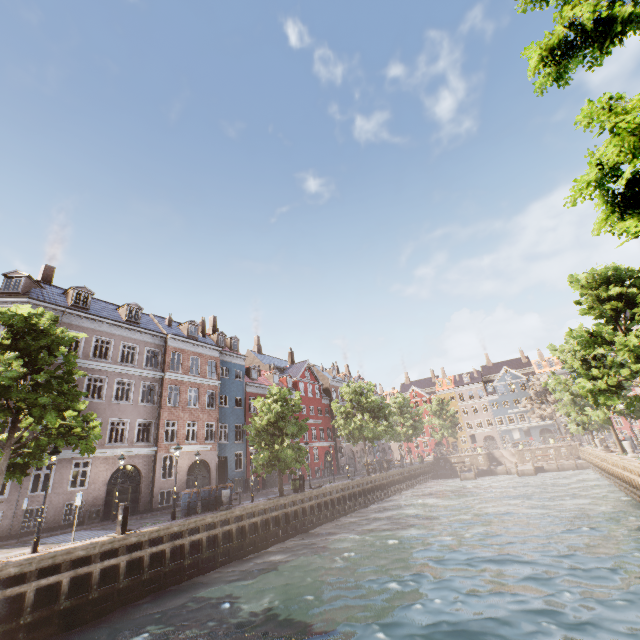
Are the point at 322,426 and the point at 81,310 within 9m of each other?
no

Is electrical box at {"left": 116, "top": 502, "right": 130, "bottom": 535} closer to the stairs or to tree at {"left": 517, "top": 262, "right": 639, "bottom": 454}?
tree at {"left": 517, "top": 262, "right": 639, "bottom": 454}

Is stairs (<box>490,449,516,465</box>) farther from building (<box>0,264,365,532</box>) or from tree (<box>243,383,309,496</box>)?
building (<box>0,264,365,532</box>)

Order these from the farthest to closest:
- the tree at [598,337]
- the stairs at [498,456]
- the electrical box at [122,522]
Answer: the stairs at [498,456], the tree at [598,337], the electrical box at [122,522]

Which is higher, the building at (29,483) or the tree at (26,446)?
the tree at (26,446)

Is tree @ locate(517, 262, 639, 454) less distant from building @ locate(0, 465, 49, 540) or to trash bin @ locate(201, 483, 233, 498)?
trash bin @ locate(201, 483, 233, 498)

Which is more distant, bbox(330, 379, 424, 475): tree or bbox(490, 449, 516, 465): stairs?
bbox(490, 449, 516, 465): stairs

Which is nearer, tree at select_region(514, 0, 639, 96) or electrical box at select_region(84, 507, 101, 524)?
tree at select_region(514, 0, 639, 96)
